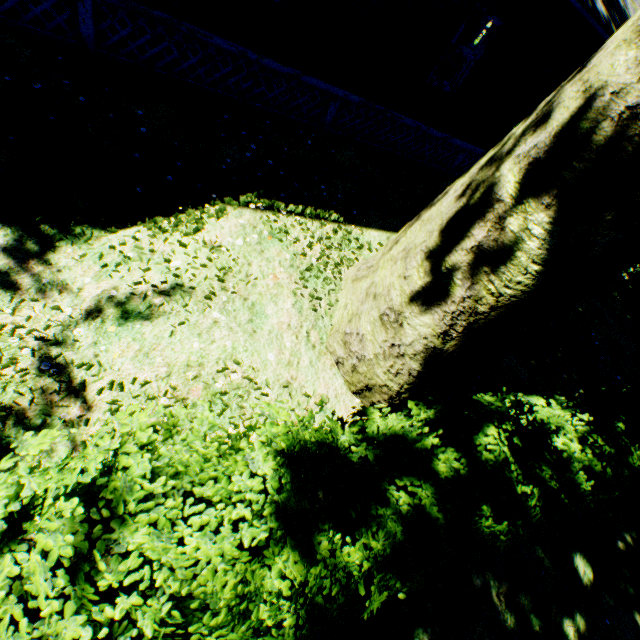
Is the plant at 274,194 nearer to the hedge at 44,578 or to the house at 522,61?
the hedge at 44,578

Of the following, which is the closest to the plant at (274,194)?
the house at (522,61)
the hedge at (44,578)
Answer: the hedge at (44,578)

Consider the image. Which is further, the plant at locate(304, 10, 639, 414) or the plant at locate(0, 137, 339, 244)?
the plant at locate(0, 137, 339, 244)

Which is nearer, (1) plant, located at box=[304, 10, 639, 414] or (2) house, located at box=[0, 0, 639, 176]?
(1) plant, located at box=[304, 10, 639, 414]

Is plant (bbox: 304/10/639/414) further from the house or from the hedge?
the house

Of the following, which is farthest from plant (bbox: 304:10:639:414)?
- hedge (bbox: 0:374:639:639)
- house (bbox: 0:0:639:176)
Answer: house (bbox: 0:0:639:176)

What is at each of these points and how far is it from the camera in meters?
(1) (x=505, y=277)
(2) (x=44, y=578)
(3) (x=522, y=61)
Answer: (1) plant, 3.0
(2) hedge, 1.3
(3) house, 8.2

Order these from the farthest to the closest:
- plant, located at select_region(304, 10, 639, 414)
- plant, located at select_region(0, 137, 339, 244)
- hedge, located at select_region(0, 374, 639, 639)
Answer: plant, located at select_region(0, 137, 339, 244) < plant, located at select_region(304, 10, 639, 414) < hedge, located at select_region(0, 374, 639, 639)
